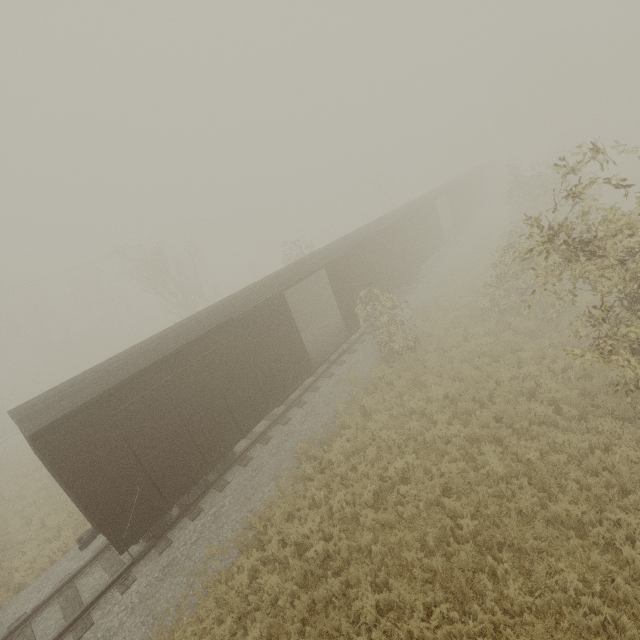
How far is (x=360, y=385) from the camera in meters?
13.5

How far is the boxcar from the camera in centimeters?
738cm

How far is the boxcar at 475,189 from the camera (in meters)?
7.38
